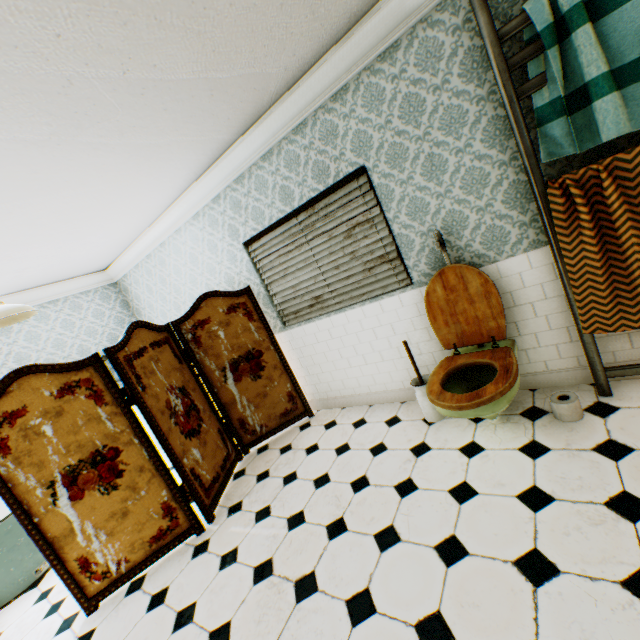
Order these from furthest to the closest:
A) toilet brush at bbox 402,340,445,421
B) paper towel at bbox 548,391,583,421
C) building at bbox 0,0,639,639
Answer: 1. toilet brush at bbox 402,340,445,421
2. paper towel at bbox 548,391,583,421
3. building at bbox 0,0,639,639

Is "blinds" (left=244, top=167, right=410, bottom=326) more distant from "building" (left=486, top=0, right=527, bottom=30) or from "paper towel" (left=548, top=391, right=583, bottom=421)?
"paper towel" (left=548, top=391, right=583, bottom=421)

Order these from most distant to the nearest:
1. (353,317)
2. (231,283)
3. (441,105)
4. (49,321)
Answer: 1. (49,321)
2. (231,283)
3. (353,317)
4. (441,105)

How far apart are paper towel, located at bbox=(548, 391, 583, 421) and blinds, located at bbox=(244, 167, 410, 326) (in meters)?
1.50

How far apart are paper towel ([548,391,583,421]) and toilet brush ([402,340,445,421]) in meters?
0.8 m

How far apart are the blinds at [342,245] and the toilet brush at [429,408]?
0.6 meters

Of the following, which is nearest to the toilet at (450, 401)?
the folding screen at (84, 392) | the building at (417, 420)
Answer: the building at (417, 420)

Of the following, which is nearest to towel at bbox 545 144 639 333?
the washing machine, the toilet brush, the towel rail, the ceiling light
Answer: the towel rail
